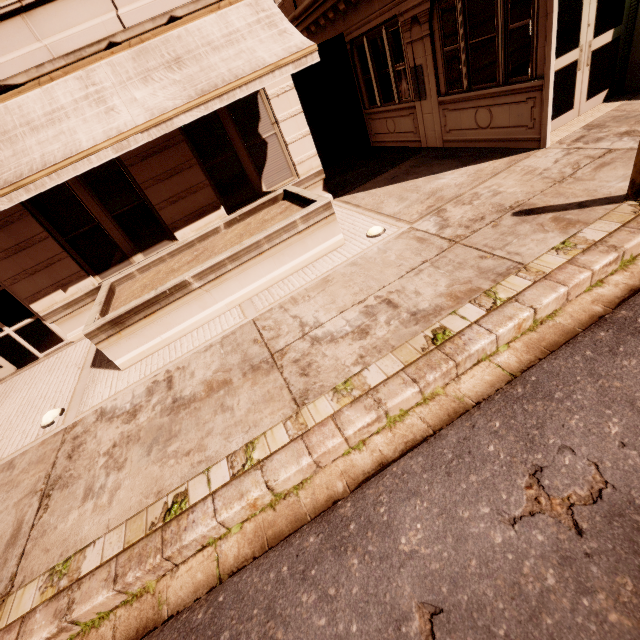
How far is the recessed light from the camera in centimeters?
548cm

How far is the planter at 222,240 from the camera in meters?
5.7

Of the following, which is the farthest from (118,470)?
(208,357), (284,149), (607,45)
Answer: (607,45)

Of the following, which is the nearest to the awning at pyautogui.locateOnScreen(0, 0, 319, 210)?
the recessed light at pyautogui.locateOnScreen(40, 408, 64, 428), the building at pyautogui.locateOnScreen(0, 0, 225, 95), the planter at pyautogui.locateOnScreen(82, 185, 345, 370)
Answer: the building at pyautogui.locateOnScreen(0, 0, 225, 95)

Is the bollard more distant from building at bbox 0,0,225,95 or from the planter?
building at bbox 0,0,225,95

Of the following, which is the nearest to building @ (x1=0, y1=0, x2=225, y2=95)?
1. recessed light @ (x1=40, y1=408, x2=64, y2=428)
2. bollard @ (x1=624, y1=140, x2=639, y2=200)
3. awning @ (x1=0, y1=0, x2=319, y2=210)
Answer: awning @ (x1=0, y1=0, x2=319, y2=210)

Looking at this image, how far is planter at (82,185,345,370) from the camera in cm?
574

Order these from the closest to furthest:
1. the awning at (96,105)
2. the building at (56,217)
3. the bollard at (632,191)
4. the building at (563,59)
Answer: the bollard at (632,191) < the awning at (96,105) < the building at (563,59) < the building at (56,217)
